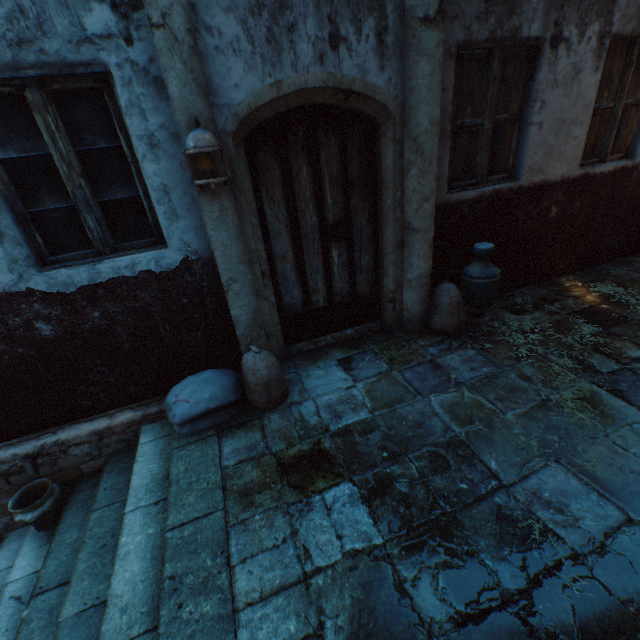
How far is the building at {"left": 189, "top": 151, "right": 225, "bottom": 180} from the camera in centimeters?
245cm

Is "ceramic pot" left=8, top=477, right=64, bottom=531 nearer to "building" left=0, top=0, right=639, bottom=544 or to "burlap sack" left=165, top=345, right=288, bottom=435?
"building" left=0, top=0, right=639, bottom=544

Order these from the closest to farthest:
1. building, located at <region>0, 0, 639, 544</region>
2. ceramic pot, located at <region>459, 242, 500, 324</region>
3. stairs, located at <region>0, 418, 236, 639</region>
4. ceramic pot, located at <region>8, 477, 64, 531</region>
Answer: stairs, located at <region>0, 418, 236, 639</region>, building, located at <region>0, 0, 639, 544</region>, ceramic pot, located at <region>8, 477, 64, 531</region>, ceramic pot, located at <region>459, 242, 500, 324</region>

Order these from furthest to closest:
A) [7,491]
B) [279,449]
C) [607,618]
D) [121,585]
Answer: [7,491] → [279,449] → [121,585] → [607,618]

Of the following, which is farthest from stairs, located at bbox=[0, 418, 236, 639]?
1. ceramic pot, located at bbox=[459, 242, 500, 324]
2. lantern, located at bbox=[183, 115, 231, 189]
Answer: ceramic pot, located at bbox=[459, 242, 500, 324]

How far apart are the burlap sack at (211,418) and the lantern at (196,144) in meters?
1.4 m

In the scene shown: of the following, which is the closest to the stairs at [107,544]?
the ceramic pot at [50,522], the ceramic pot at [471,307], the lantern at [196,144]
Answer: the ceramic pot at [50,522]

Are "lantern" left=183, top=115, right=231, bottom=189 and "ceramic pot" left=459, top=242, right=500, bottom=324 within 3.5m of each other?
yes
